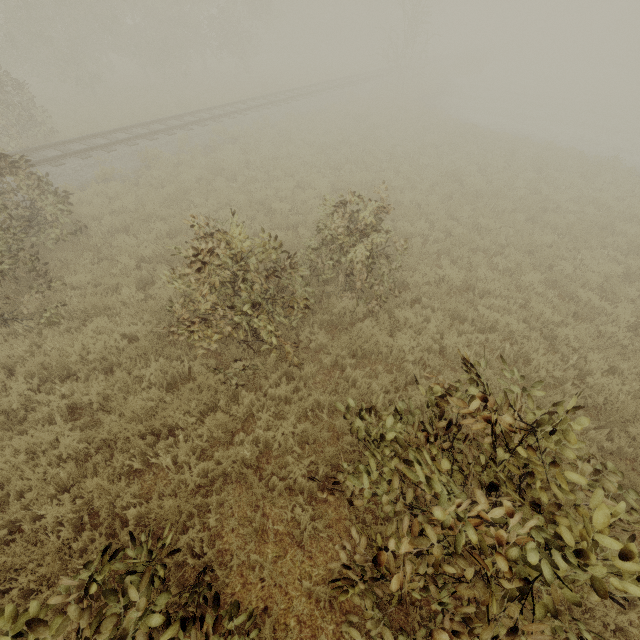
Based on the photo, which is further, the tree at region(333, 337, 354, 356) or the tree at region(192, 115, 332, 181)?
the tree at region(192, 115, 332, 181)

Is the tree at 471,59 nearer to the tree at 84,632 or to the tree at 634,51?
the tree at 634,51

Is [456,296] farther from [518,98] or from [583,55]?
[583,55]

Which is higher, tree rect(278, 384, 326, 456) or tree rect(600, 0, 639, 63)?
tree rect(600, 0, 639, 63)

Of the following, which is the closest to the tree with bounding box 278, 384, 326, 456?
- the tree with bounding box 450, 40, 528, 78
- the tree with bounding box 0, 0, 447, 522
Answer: the tree with bounding box 0, 0, 447, 522

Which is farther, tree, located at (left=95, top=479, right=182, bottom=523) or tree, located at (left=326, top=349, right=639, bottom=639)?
tree, located at (left=95, top=479, right=182, bottom=523)

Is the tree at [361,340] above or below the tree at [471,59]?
below
